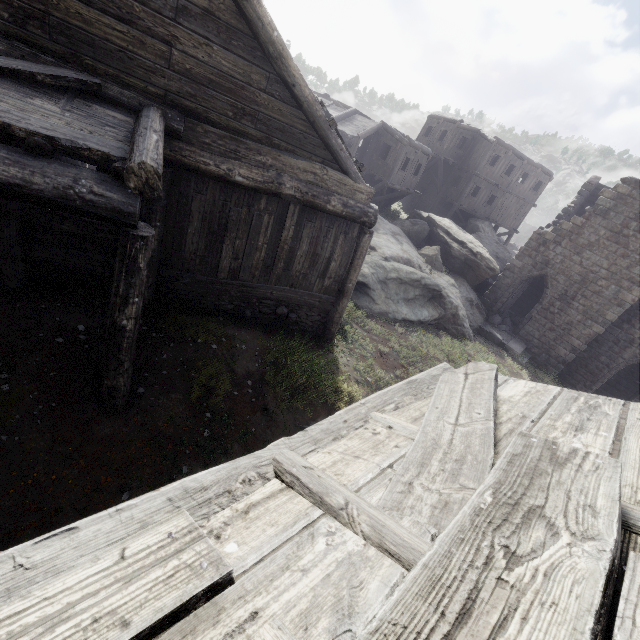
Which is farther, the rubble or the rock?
the rubble

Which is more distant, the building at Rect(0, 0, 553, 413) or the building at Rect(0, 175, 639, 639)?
the building at Rect(0, 0, 553, 413)

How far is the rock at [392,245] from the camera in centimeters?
1392cm

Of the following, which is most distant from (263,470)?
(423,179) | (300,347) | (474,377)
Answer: (423,179)

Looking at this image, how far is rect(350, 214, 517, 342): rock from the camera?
13.9 meters

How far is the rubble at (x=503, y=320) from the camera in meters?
20.5 m

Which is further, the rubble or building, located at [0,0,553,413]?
the rubble

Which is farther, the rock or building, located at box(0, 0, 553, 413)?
the rock
